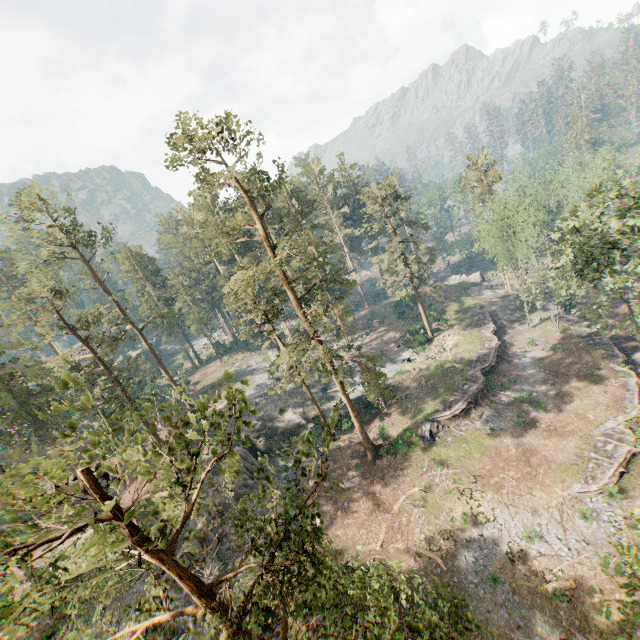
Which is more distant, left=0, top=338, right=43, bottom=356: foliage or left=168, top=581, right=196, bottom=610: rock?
left=0, top=338, right=43, bottom=356: foliage

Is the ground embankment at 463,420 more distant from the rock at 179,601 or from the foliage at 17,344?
the rock at 179,601

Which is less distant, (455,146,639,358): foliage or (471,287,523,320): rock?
(455,146,639,358): foliage

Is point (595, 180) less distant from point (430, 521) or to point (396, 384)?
point (396, 384)

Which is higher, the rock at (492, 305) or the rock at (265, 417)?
the rock at (265, 417)

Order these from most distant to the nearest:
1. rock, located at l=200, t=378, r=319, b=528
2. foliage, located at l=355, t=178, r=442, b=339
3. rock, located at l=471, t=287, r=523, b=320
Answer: rock, located at l=471, t=287, r=523, b=320 → foliage, located at l=355, t=178, r=442, b=339 → rock, located at l=200, t=378, r=319, b=528

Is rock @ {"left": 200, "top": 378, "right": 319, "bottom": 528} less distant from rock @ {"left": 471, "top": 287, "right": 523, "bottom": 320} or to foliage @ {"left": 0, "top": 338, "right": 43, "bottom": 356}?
foliage @ {"left": 0, "top": 338, "right": 43, "bottom": 356}
